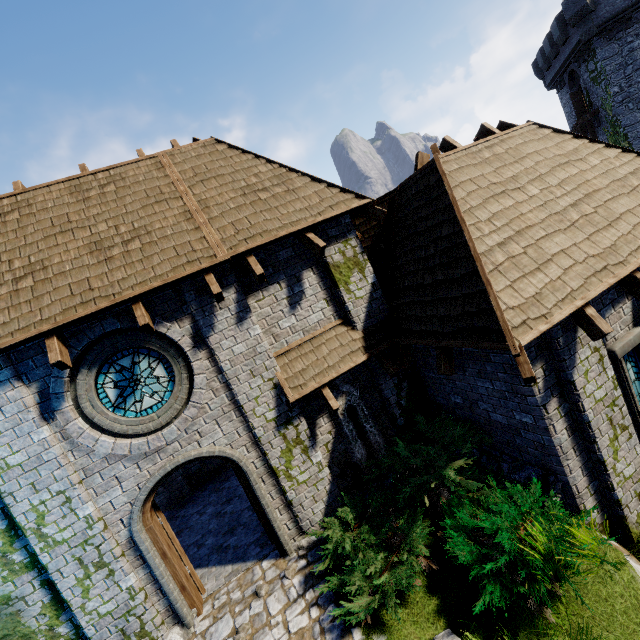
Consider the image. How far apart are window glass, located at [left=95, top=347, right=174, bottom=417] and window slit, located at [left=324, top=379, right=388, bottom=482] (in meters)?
3.04

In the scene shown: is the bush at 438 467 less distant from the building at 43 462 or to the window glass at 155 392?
the building at 43 462

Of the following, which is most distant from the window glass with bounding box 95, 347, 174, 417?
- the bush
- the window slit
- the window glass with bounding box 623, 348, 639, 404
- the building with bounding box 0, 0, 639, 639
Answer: the window glass with bounding box 623, 348, 639, 404

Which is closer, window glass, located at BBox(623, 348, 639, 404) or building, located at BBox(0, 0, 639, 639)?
building, located at BBox(0, 0, 639, 639)

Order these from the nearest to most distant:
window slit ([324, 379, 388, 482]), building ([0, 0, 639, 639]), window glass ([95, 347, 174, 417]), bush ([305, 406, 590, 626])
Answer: bush ([305, 406, 590, 626]), building ([0, 0, 639, 639]), window glass ([95, 347, 174, 417]), window slit ([324, 379, 388, 482])

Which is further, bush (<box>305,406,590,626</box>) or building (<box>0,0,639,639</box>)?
building (<box>0,0,639,639</box>)

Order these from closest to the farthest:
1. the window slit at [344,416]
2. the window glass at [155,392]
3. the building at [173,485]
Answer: the window glass at [155,392]
the window slit at [344,416]
the building at [173,485]

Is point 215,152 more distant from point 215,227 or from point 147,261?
point 147,261
